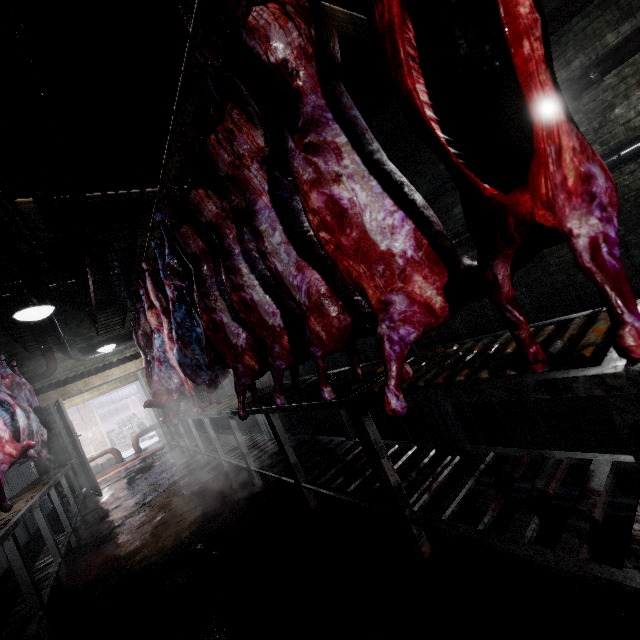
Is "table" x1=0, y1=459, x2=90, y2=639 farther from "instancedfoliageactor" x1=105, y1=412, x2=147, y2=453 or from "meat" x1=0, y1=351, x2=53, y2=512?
"instancedfoliageactor" x1=105, y1=412, x2=147, y2=453

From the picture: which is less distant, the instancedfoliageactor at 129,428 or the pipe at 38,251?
the pipe at 38,251

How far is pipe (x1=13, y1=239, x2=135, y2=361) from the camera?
5.56m

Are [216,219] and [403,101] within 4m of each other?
yes

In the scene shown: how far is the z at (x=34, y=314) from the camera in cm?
308

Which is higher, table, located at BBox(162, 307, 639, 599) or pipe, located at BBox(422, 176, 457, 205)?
pipe, located at BBox(422, 176, 457, 205)

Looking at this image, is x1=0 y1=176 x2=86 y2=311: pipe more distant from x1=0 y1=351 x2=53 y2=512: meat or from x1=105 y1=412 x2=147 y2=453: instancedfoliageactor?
x1=105 y1=412 x2=147 y2=453: instancedfoliageactor

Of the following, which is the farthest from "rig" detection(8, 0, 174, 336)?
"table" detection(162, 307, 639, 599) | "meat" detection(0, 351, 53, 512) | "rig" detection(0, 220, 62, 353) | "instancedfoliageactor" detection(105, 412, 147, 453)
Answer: "instancedfoliageactor" detection(105, 412, 147, 453)
